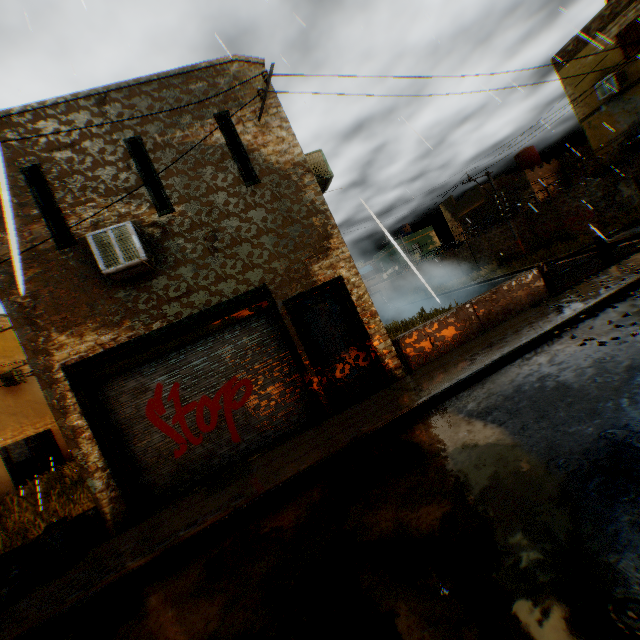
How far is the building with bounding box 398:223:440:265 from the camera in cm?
4496

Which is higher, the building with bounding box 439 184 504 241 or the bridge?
the building with bounding box 439 184 504 241

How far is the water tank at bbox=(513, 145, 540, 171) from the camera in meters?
28.0 m

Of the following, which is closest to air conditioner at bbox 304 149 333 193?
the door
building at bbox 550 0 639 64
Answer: building at bbox 550 0 639 64

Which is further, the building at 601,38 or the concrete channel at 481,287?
the concrete channel at 481,287

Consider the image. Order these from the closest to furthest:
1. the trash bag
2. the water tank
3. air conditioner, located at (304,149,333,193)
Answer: the trash bag → air conditioner, located at (304,149,333,193) → the water tank

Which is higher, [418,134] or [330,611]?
[418,134]

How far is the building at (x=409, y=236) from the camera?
44.96m
